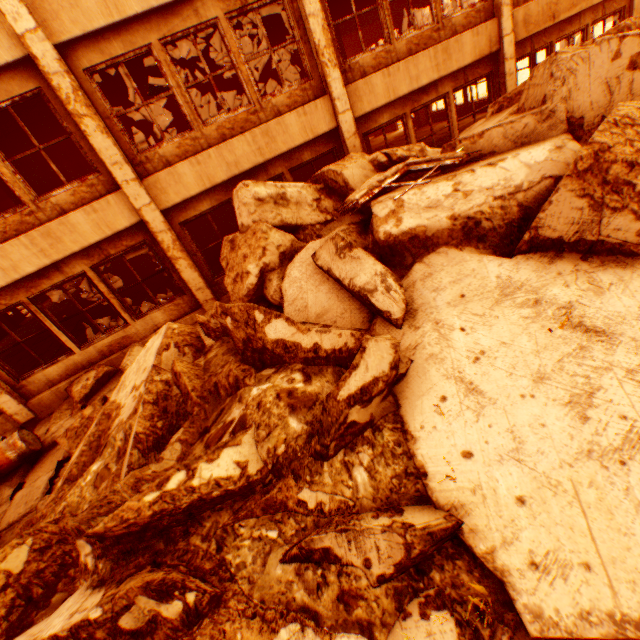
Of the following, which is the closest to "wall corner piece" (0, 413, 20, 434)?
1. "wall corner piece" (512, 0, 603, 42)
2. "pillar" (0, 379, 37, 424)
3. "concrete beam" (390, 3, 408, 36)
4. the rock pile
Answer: "pillar" (0, 379, 37, 424)

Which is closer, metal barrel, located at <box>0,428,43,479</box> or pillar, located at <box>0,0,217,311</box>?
pillar, located at <box>0,0,217,311</box>

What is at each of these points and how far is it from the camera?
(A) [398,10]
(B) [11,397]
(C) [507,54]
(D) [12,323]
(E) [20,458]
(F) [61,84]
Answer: (A) concrete beam, 16.0m
(B) pillar, 7.3m
(C) pillar, 8.5m
(D) concrete beam, 15.1m
(E) metal barrel, 6.0m
(F) pillar, 5.7m

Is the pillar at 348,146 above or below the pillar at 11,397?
above

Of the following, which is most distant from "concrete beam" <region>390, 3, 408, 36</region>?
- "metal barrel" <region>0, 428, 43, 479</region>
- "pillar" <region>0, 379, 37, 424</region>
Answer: "metal barrel" <region>0, 428, 43, 479</region>

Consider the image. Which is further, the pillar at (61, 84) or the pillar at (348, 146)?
the pillar at (348, 146)

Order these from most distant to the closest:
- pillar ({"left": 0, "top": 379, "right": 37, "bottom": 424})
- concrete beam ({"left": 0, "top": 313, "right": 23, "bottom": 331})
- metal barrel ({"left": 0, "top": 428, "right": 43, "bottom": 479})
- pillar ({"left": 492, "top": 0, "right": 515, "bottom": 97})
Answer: concrete beam ({"left": 0, "top": 313, "right": 23, "bottom": 331}) → pillar ({"left": 492, "top": 0, "right": 515, "bottom": 97}) → pillar ({"left": 0, "top": 379, "right": 37, "bottom": 424}) → metal barrel ({"left": 0, "top": 428, "right": 43, "bottom": 479})

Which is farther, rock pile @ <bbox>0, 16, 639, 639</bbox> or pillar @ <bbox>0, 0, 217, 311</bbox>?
pillar @ <bbox>0, 0, 217, 311</bbox>
